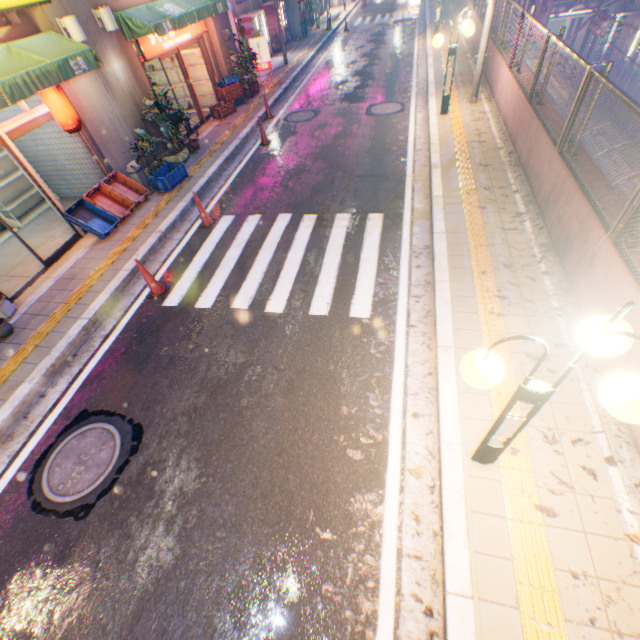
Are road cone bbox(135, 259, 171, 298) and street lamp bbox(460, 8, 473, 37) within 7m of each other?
no

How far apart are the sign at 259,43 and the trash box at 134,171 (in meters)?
9.55

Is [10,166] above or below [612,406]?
below

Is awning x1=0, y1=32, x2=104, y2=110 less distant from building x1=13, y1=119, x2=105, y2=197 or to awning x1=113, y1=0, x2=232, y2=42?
building x1=13, y1=119, x2=105, y2=197

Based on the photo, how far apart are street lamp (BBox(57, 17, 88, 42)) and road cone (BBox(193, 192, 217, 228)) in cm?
419

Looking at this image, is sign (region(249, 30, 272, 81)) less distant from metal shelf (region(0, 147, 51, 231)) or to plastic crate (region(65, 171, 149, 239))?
plastic crate (region(65, 171, 149, 239))

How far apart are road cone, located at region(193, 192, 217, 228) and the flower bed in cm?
348

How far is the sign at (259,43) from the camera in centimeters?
1434cm
